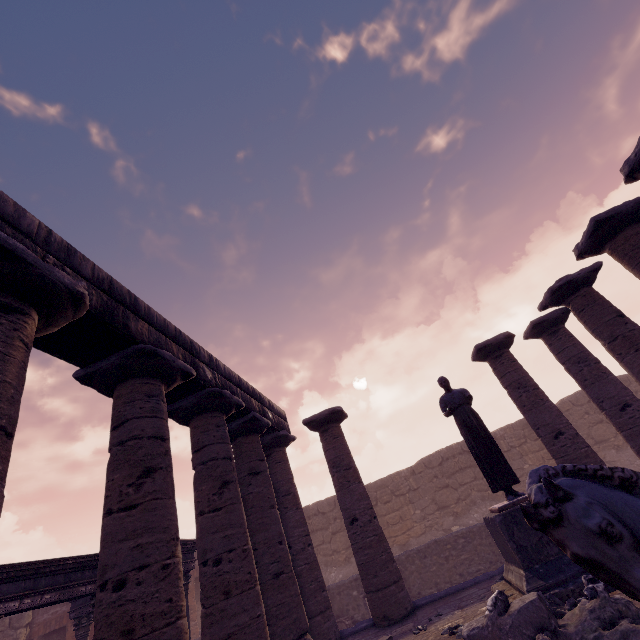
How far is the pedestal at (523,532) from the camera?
5.1m

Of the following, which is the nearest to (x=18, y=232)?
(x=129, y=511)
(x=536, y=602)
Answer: (x=129, y=511)

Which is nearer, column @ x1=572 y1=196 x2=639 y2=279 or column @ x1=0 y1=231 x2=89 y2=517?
column @ x1=0 y1=231 x2=89 y2=517

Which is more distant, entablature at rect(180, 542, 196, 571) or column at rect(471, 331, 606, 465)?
entablature at rect(180, 542, 196, 571)

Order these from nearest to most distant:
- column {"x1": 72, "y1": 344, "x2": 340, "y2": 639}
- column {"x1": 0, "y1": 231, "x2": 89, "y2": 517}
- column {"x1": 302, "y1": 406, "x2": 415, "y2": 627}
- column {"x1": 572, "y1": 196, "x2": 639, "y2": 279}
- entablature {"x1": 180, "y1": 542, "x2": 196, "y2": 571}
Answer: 1. column {"x1": 0, "y1": 231, "x2": 89, "y2": 517}
2. column {"x1": 72, "y1": 344, "x2": 340, "y2": 639}
3. column {"x1": 572, "y1": 196, "x2": 639, "y2": 279}
4. column {"x1": 302, "y1": 406, "x2": 415, "y2": 627}
5. entablature {"x1": 180, "y1": 542, "x2": 196, "y2": 571}

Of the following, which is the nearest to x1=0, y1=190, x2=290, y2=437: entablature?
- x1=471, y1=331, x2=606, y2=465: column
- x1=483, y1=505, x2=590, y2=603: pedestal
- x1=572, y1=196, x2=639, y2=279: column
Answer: x1=572, y1=196, x2=639, y2=279: column

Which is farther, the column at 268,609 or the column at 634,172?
the column at 634,172

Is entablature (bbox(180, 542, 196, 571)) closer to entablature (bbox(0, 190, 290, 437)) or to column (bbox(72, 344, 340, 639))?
column (bbox(72, 344, 340, 639))
